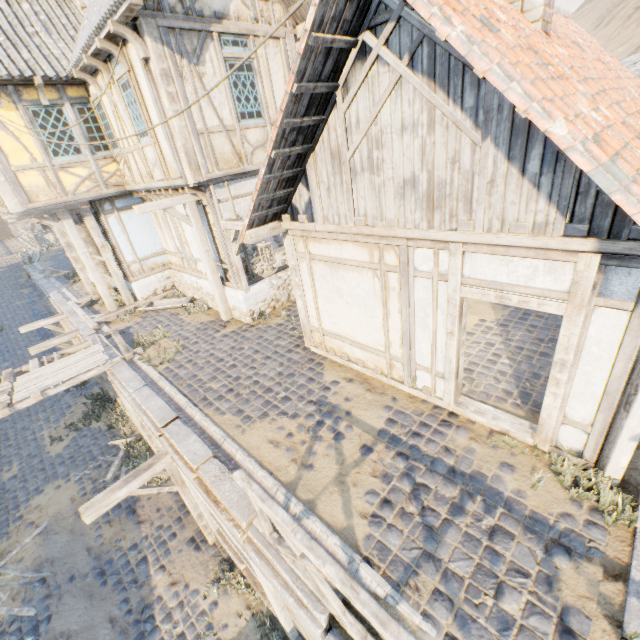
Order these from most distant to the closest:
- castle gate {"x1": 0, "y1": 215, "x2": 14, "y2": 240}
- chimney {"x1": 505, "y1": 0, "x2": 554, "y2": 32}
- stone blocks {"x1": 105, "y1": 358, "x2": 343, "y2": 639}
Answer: castle gate {"x1": 0, "y1": 215, "x2": 14, "y2": 240} → chimney {"x1": 505, "y1": 0, "x2": 554, "y2": 32} → stone blocks {"x1": 105, "y1": 358, "x2": 343, "y2": 639}

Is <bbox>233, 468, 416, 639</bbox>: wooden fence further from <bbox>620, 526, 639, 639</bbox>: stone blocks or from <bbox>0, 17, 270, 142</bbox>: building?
<bbox>0, 17, 270, 142</bbox>: building

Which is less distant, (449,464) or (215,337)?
(449,464)

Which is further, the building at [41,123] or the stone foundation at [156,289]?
the stone foundation at [156,289]

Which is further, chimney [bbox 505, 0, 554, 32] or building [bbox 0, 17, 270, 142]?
building [bbox 0, 17, 270, 142]

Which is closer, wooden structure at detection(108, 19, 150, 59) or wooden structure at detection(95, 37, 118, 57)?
wooden structure at detection(108, 19, 150, 59)

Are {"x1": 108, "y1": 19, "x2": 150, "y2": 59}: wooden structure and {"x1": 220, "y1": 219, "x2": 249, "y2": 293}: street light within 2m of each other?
no

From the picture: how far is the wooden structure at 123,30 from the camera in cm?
602
